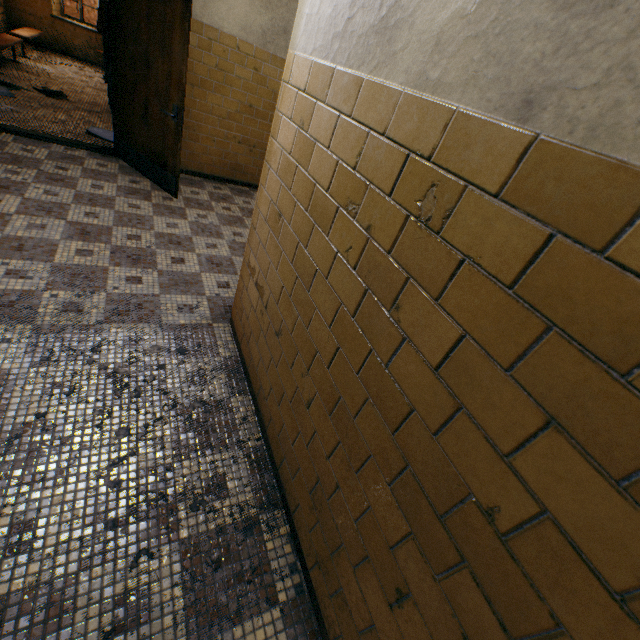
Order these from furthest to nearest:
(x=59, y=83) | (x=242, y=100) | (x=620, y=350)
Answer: (x=59, y=83) → (x=242, y=100) → (x=620, y=350)
